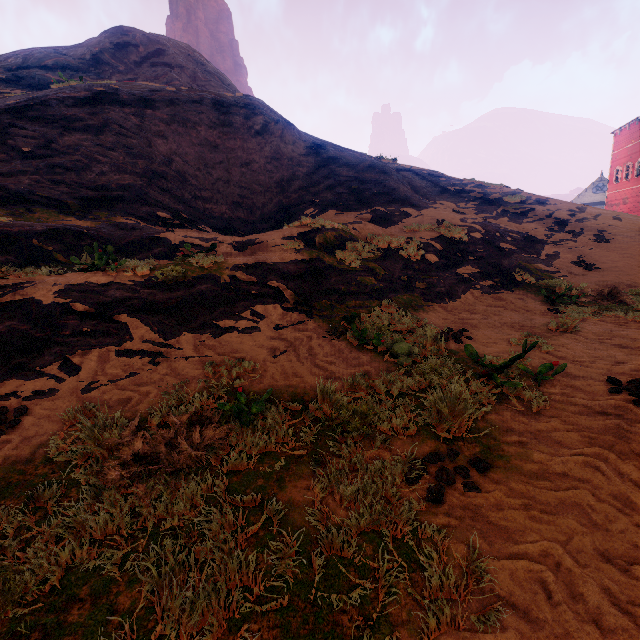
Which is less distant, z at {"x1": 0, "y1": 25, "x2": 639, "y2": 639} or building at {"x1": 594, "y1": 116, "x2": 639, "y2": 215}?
z at {"x1": 0, "y1": 25, "x2": 639, "y2": 639}

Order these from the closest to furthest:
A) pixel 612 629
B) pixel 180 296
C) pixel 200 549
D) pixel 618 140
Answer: pixel 612 629, pixel 200 549, pixel 180 296, pixel 618 140

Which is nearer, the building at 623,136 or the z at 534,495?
the z at 534,495
